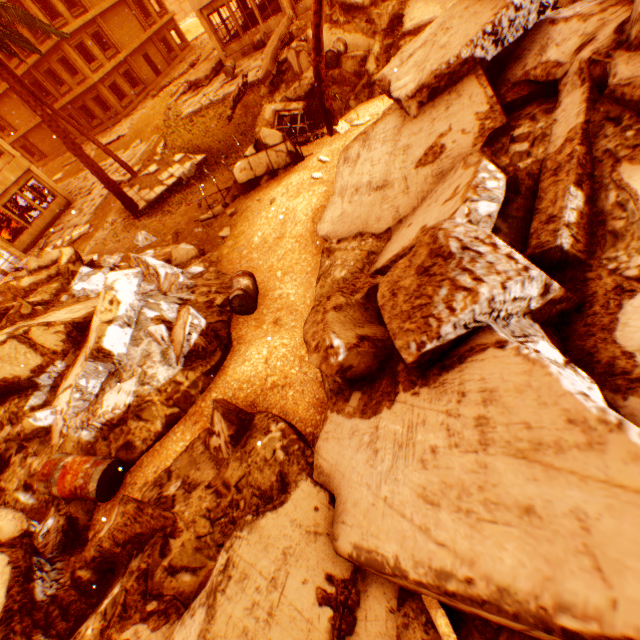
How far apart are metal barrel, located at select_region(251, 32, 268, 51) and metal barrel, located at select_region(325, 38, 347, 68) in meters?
9.3

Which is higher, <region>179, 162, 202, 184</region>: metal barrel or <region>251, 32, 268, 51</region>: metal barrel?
<region>251, 32, 268, 51</region>: metal barrel

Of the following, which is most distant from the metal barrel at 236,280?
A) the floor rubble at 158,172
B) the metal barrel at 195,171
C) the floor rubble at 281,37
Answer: the floor rubble at 281,37

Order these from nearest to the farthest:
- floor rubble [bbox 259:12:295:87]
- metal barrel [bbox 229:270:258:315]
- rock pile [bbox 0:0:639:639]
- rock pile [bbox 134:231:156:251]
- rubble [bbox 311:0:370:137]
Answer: rock pile [bbox 0:0:639:639] → metal barrel [bbox 229:270:258:315] → rubble [bbox 311:0:370:137] → rock pile [bbox 134:231:156:251] → floor rubble [bbox 259:12:295:87]

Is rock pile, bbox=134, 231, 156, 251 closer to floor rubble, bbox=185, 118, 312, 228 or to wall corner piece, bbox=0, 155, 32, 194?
floor rubble, bbox=185, 118, 312, 228

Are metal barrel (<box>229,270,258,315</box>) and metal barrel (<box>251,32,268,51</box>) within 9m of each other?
no

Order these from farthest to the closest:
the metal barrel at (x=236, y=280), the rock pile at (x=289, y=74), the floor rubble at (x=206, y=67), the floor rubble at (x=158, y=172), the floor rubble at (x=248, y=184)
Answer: the floor rubble at (x=206, y=67), the floor rubble at (x=158, y=172), the rock pile at (x=289, y=74), the floor rubble at (x=248, y=184), the metal barrel at (x=236, y=280)

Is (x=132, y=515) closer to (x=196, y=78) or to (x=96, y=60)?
(x=196, y=78)
